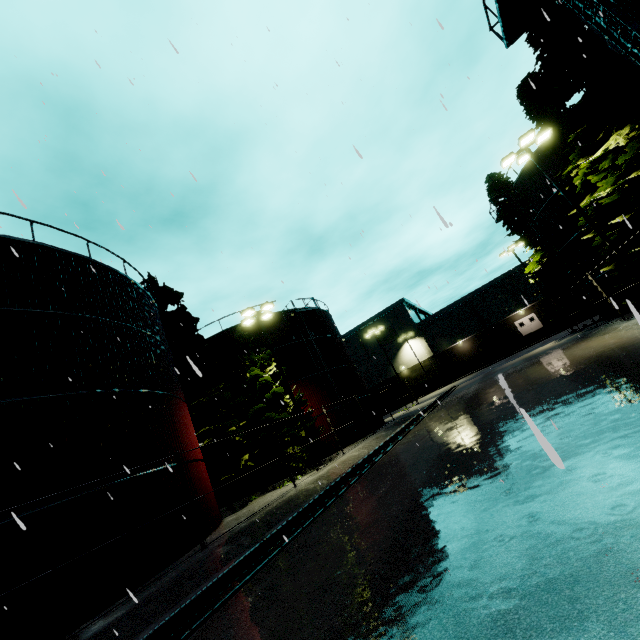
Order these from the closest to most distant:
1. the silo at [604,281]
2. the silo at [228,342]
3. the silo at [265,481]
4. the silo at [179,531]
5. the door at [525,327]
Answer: the silo at [179,531]
the silo at [604,281]
the silo at [265,481]
the silo at [228,342]
the door at [525,327]

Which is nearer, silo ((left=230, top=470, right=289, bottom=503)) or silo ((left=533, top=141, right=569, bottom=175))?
silo ((left=533, top=141, right=569, bottom=175))

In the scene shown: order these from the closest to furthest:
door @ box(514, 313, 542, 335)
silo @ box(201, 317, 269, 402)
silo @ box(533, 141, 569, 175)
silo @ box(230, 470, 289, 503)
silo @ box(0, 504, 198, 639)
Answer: silo @ box(0, 504, 198, 639) → silo @ box(533, 141, 569, 175) → silo @ box(230, 470, 289, 503) → silo @ box(201, 317, 269, 402) → door @ box(514, 313, 542, 335)

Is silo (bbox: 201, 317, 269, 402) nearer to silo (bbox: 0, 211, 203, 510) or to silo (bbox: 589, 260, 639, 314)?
silo (bbox: 0, 211, 203, 510)

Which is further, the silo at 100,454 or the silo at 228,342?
the silo at 228,342

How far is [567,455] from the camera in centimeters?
443cm

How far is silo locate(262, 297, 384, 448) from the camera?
25.0m
